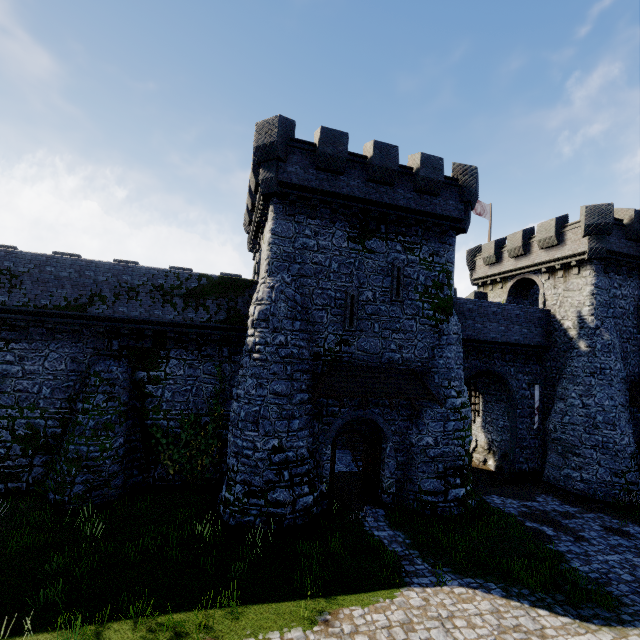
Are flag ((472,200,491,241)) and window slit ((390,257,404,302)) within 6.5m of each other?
no

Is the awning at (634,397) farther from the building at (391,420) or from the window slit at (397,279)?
the window slit at (397,279)

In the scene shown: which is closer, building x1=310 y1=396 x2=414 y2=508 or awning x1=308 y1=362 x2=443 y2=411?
awning x1=308 y1=362 x2=443 y2=411

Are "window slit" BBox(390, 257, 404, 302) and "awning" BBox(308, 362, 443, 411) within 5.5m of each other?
yes

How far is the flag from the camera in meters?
28.2

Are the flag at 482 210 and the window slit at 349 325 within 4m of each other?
no

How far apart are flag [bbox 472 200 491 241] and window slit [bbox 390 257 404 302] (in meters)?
16.13

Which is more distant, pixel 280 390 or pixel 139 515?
pixel 280 390
